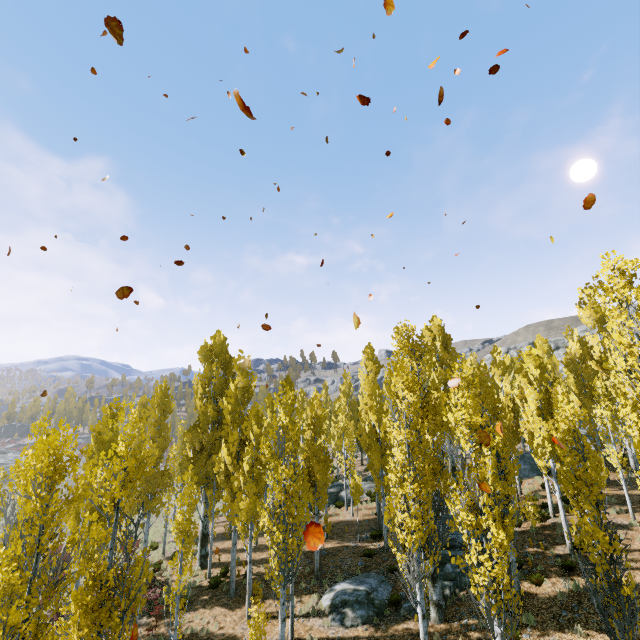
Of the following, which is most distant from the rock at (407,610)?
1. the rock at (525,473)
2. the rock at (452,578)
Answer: the rock at (525,473)

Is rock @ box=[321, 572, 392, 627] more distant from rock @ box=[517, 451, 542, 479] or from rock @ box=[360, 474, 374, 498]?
rock @ box=[360, 474, 374, 498]

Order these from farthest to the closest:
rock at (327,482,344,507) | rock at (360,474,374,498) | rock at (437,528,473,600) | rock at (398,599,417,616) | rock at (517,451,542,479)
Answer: rock at (360,474,374,498) < rock at (327,482,344,507) < rock at (517,451,542,479) < rock at (437,528,473,600) < rock at (398,599,417,616)

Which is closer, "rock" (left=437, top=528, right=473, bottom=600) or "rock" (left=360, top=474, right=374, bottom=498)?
"rock" (left=437, top=528, right=473, bottom=600)

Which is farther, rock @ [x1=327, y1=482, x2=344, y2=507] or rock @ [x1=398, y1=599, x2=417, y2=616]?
rock @ [x1=327, y1=482, x2=344, y2=507]

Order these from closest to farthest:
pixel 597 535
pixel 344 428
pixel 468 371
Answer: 1. pixel 597 535
2. pixel 468 371
3. pixel 344 428

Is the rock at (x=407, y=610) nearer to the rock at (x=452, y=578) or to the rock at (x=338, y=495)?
the rock at (x=452, y=578)

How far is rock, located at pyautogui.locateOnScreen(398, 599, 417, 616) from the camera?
13.63m
